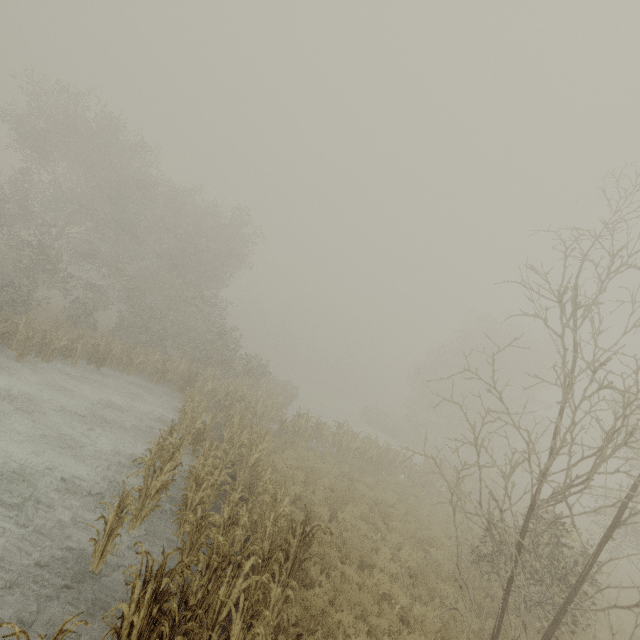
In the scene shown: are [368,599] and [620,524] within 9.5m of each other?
yes
